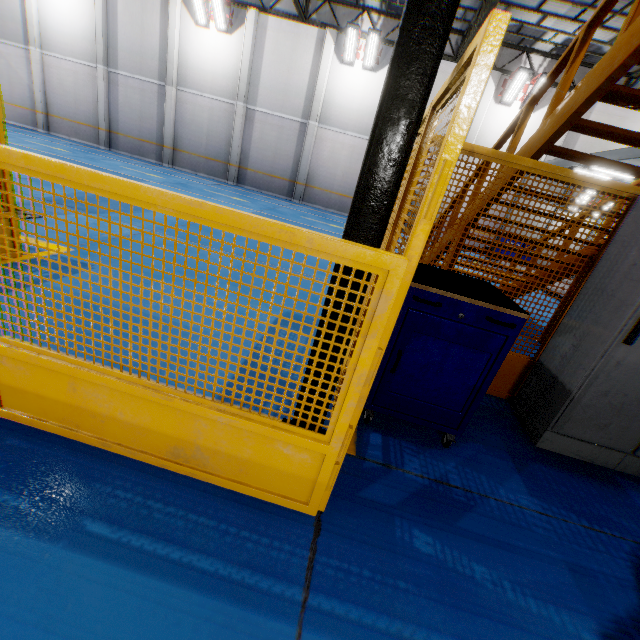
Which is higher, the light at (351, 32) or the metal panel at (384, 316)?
the light at (351, 32)

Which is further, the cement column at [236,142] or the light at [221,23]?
the cement column at [236,142]

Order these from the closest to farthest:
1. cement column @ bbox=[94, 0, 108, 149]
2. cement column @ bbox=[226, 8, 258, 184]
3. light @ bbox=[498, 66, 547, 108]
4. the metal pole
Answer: the metal pole, light @ bbox=[498, 66, 547, 108], cement column @ bbox=[226, 8, 258, 184], cement column @ bbox=[94, 0, 108, 149]

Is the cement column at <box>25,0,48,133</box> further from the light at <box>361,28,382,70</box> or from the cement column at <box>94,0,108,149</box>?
the light at <box>361,28,382,70</box>

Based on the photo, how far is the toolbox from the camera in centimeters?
213cm

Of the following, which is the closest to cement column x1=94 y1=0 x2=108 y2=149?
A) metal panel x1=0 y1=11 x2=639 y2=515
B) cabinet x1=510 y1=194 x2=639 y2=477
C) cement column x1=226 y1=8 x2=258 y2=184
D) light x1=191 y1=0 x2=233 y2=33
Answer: light x1=191 y1=0 x2=233 y2=33

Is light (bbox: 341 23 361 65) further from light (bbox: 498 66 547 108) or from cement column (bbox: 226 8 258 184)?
light (bbox: 498 66 547 108)

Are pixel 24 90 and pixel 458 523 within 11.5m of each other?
no
